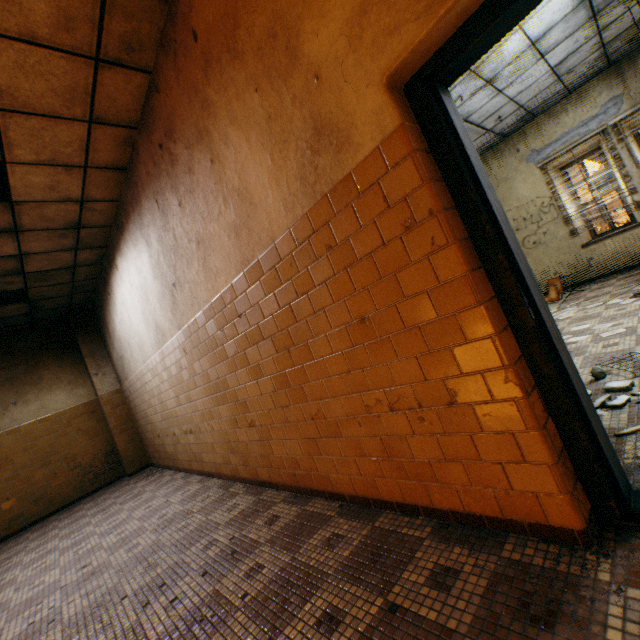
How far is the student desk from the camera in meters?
6.6 m

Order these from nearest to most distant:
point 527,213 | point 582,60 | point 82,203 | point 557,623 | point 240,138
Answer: point 557,623, point 240,138, point 82,203, point 582,60, point 527,213

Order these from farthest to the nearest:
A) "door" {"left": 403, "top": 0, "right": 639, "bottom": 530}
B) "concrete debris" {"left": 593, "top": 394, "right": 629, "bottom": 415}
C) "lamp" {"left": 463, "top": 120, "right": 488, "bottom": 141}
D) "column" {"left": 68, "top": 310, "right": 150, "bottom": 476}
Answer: "column" {"left": 68, "top": 310, "right": 150, "bottom": 476}
"lamp" {"left": 463, "top": 120, "right": 488, "bottom": 141}
"concrete debris" {"left": 593, "top": 394, "right": 629, "bottom": 415}
"door" {"left": 403, "top": 0, "right": 639, "bottom": 530}

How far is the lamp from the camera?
6.4 meters

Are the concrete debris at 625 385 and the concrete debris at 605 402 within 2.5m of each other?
yes

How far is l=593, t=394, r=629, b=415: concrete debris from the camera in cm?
221

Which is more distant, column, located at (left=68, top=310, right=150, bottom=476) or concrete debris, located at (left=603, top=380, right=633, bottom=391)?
column, located at (left=68, top=310, right=150, bottom=476)

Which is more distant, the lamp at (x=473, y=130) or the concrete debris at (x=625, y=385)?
the lamp at (x=473, y=130)
